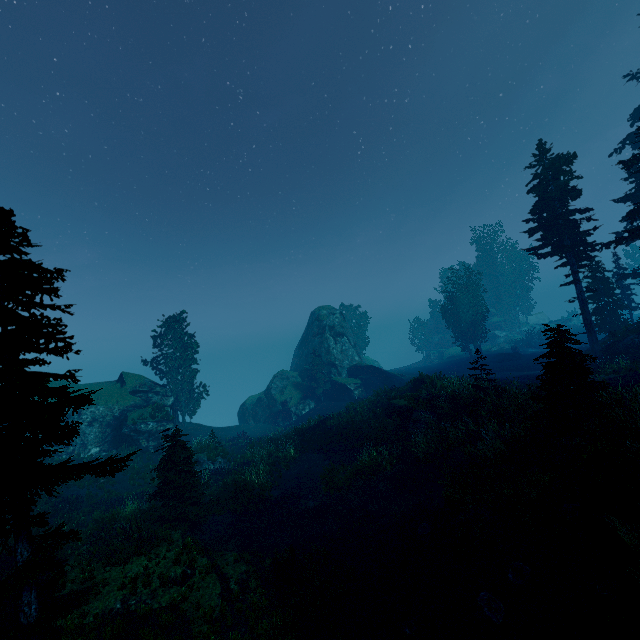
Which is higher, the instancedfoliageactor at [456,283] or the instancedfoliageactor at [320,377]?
the instancedfoliageactor at [456,283]

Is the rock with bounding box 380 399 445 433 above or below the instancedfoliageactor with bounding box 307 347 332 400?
below

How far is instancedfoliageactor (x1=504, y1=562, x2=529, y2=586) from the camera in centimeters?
870cm

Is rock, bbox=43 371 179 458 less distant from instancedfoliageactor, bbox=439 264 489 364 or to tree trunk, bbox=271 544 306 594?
instancedfoliageactor, bbox=439 264 489 364

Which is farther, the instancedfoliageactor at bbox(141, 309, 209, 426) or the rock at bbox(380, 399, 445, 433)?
the instancedfoliageactor at bbox(141, 309, 209, 426)

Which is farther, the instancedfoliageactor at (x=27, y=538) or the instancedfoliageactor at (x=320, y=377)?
the instancedfoliageactor at (x=320, y=377)

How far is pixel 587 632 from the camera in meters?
6.6

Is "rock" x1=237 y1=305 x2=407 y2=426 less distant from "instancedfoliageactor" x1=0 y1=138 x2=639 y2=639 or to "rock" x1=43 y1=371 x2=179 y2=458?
"instancedfoliageactor" x1=0 y1=138 x2=639 y2=639
